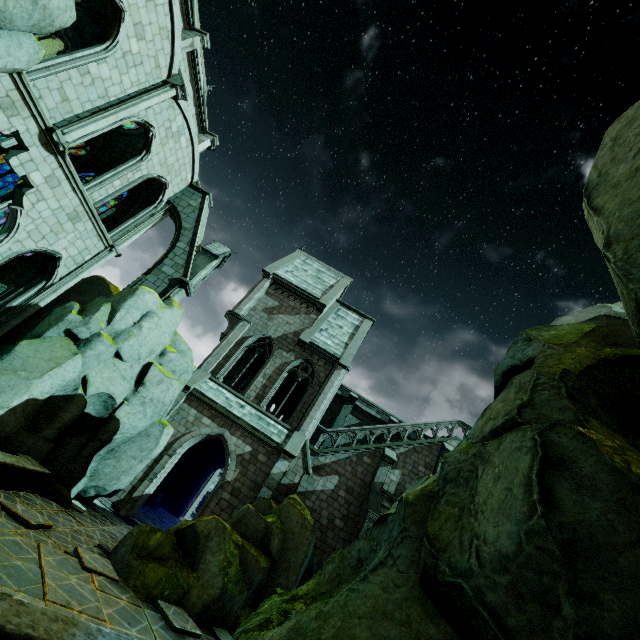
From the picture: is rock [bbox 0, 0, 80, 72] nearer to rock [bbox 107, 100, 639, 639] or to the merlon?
rock [bbox 107, 100, 639, 639]

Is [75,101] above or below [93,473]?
above

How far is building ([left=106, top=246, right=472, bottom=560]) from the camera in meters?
16.4

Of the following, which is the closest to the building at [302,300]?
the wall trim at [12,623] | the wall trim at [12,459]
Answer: the wall trim at [12,459]

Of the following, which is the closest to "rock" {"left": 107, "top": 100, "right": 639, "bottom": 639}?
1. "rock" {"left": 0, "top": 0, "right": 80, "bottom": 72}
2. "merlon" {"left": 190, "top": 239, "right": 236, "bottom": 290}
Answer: "merlon" {"left": 190, "top": 239, "right": 236, "bottom": 290}

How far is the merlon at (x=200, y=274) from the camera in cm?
1702

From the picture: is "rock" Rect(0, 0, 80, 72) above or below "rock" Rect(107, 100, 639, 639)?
above

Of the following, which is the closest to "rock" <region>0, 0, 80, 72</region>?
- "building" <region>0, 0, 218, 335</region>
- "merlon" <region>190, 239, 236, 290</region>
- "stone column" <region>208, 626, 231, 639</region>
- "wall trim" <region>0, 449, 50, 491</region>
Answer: "building" <region>0, 0, 218, 335</region>
